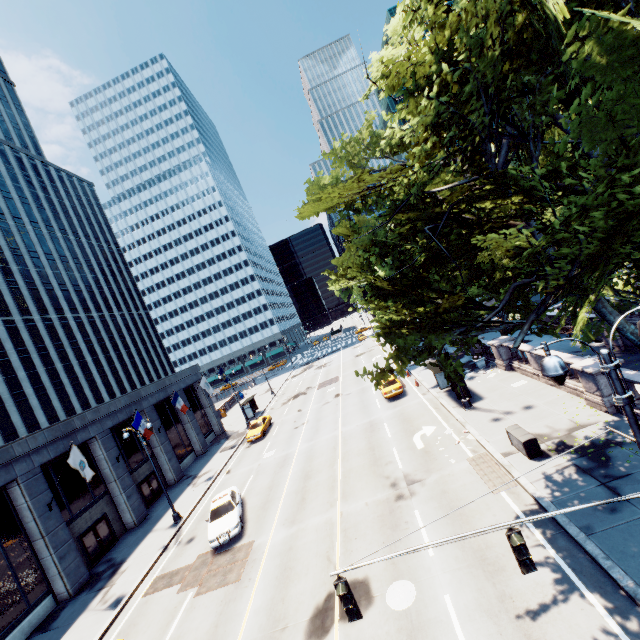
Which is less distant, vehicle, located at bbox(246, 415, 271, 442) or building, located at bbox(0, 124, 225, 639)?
building, located at bbox(0, 124, 225, 639)

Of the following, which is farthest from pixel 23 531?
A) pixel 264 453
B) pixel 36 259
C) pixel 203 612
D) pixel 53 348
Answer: pixel 36 259

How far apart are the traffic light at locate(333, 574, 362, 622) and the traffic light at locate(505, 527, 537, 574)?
3.3 meters

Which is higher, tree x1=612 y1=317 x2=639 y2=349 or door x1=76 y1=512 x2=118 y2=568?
tree x1=612 y1=317 x2=639 y2=349

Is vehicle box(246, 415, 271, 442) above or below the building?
below

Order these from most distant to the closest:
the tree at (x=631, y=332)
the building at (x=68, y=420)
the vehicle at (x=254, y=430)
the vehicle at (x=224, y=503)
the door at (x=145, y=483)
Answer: the vehicle at (x=254, y=430), the door at (x=145, y=483), the building at (x=68, y=420), the vehicle at (x=224, y=503), the tree at (x=631, y=332)

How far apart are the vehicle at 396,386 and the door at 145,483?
22.09m

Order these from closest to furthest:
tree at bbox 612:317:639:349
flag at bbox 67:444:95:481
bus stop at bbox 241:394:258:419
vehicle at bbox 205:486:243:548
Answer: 1. tree at bbox 612:317:639:349
2. vehicle at bbox 205:486:243:548
3. flag at bbox 67:444:95:481
4. bus stop at bbox 241:394:258:419
